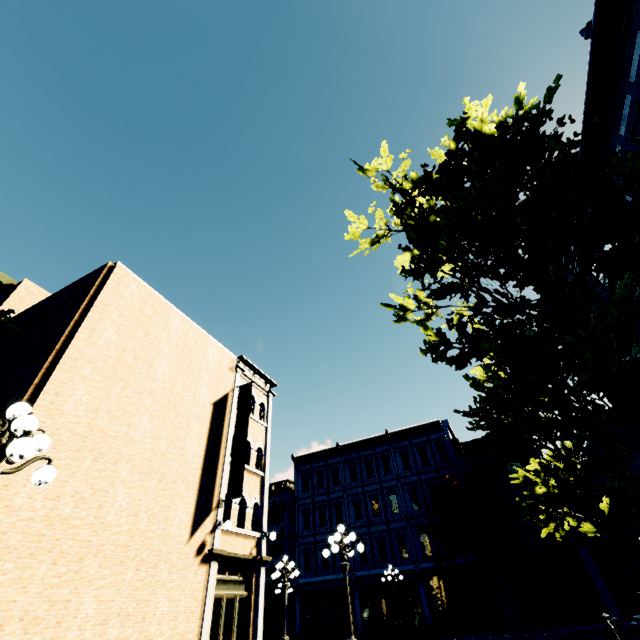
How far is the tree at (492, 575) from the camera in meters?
19.2 m

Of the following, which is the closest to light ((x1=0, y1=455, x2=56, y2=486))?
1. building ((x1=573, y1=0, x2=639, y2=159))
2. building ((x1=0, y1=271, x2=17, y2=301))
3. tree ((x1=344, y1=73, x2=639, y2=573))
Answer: tree ((x1=344, y1=73, x2=639, y2=573))

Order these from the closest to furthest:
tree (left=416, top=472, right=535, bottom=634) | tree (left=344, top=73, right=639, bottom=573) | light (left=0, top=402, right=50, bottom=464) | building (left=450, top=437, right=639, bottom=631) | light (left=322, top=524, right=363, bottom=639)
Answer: light (left=0, top=402, right=50, bottom=464) < tree (left=344, top=73, right=639, bottom=573) < light (left=322, top=524, right=363, bottom=639) < building (left=450, top=437, right=639, bottom=631) < tree (left=416, top=472, right=535, bottom=634)

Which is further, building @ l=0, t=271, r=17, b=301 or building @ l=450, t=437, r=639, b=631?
building @ l=450, t=437, r=639, b=631

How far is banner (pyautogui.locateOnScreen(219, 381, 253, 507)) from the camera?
12.52m

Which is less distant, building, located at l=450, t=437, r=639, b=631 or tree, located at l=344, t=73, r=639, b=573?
tree, located at l=344, t=73, r=639, b=573

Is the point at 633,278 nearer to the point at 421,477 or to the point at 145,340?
the point at 145,340

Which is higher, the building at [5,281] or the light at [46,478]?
the building at [5,281]
